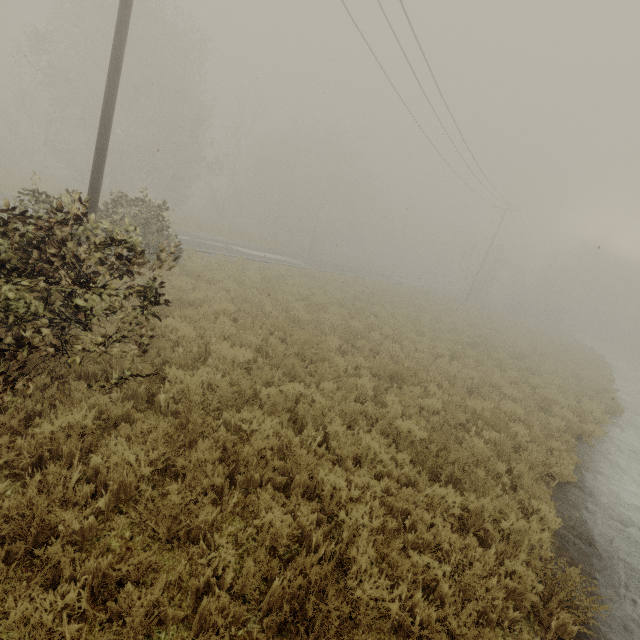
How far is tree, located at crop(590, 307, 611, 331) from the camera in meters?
58.7

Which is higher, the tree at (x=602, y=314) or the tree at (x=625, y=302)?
the tree at (x=625, y=302)

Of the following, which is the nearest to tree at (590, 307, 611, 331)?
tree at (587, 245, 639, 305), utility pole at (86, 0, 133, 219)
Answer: tree at (587, 245, 639, 305)

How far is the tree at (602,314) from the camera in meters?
58.7

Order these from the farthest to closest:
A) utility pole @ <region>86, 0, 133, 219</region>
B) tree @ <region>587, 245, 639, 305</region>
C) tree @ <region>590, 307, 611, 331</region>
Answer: tree @ <region>590, 307, 611, 331</region> < tree @ <region>587, 245, 639, 305</region> < utility pole @ <region>86, 0, 133, 219</region>

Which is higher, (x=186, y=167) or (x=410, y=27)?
(x=410, y=27)
